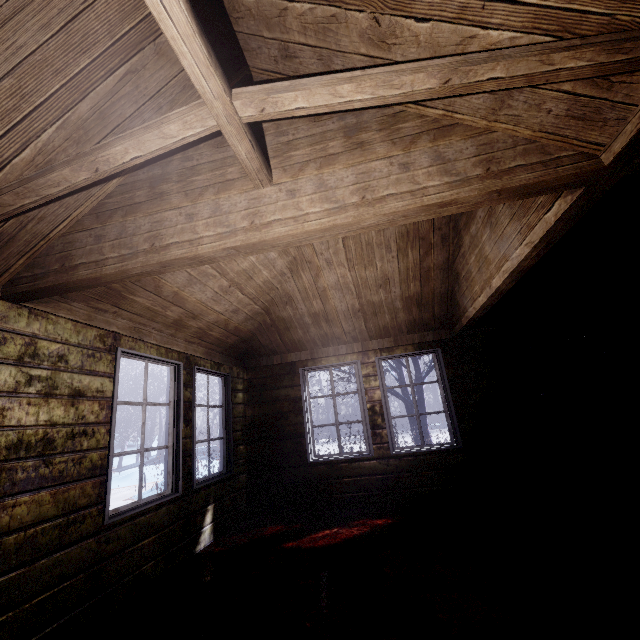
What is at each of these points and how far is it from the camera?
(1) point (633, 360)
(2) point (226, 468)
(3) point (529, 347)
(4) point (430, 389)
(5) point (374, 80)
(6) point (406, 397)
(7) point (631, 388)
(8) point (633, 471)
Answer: (1) pipe, 3.74m
(2) window, 4.12m
(3) pipe, 4.12m
(4) instancedfoliageactor, 21.23m
(5) beam, 1.11m
(6) tree, 7.58m
(7) pipe, 3.67m
(8) table, 3.37m

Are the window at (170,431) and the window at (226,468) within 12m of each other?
yes

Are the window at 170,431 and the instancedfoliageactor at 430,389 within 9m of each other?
no

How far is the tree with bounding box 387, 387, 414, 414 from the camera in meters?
7.4 m

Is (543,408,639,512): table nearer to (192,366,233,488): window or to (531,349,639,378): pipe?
(531,349,639,378): pipe

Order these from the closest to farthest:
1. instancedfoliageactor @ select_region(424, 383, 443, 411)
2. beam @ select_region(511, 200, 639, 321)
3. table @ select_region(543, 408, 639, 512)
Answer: beam @ select_region(511, 200, 639, 321)
table @ select_region(543, 408, 639, 512)
instancedfoliageactor @ select_region(424, 383, 443, 411)

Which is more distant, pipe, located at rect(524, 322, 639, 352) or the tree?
the tree

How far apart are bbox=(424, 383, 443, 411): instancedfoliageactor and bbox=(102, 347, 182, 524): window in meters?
18.6 m
